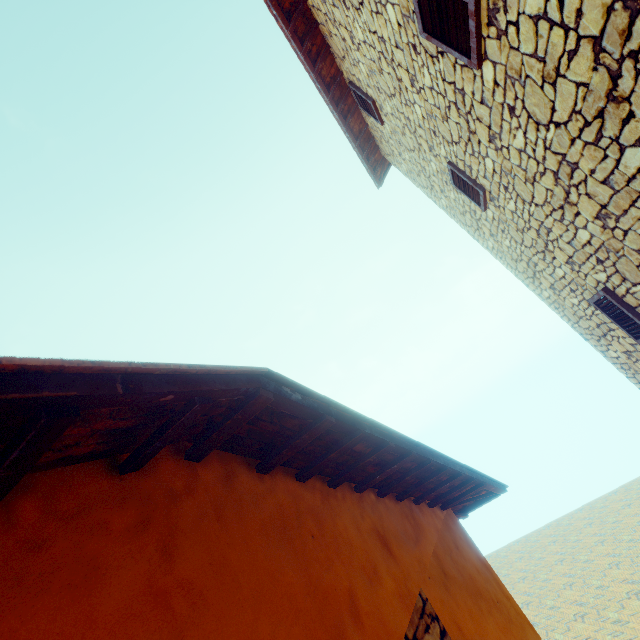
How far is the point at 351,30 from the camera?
4.0m
